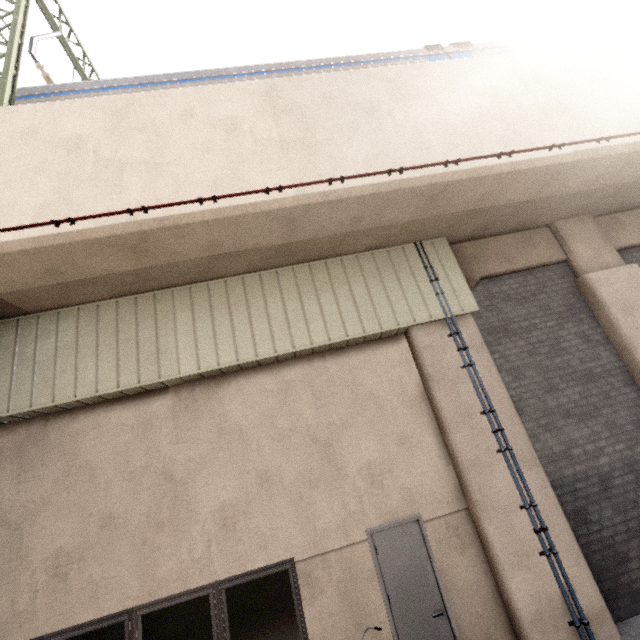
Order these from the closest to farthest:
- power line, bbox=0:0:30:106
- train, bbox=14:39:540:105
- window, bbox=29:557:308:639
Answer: window, bbox=29:557:308:639 < power line, bbox=0:0:30:106 < train, bbox=14:39:540:105

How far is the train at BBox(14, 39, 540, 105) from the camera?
7.3m

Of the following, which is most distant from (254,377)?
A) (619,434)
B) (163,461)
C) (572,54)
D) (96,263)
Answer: (572,54)

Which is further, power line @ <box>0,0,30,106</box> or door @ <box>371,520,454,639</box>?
power line @ <box>0,0,30,106</box>

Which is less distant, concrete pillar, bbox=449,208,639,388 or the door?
the door

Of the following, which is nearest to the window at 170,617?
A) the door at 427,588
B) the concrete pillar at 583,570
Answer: the door at 427,588

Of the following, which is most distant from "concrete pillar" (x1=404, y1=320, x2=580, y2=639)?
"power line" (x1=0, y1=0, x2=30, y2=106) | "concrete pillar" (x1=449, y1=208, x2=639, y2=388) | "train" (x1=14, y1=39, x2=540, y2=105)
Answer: "power line" (x1=0, y1=0, x2=30, y2=106)

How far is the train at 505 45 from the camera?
7.3 meters
